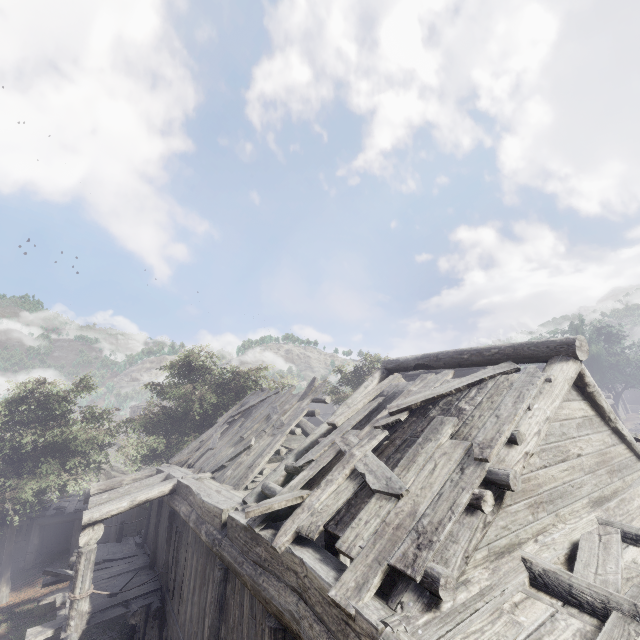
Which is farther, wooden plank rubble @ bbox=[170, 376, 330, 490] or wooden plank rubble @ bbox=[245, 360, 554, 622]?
wooden plank rubble @ bbox=[170, 376, 330, 490]

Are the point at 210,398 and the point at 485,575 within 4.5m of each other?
no

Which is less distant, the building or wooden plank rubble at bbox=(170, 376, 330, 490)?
the building

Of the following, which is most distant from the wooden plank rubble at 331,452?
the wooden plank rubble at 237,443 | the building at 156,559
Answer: the wooden plank rubble at 237,443

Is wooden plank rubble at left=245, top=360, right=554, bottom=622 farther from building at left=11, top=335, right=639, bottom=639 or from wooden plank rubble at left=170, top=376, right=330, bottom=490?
wooden plank rubble at left=170, top=376, right=330, bottom=490

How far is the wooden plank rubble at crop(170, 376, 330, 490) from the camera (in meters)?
9.42

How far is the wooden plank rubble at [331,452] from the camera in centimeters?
334cm

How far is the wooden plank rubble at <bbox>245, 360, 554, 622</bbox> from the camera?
3.3 meters
